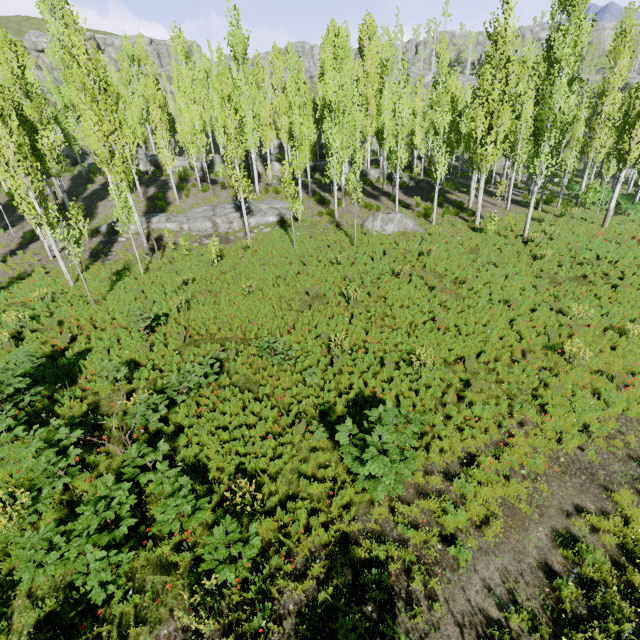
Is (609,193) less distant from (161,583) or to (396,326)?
(396,326)

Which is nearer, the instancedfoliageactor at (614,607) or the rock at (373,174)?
the instancedfoliageactor at (614,607)

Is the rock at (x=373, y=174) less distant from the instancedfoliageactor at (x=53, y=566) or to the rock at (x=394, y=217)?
the instancedfoliageactor at (x=53, y=566)

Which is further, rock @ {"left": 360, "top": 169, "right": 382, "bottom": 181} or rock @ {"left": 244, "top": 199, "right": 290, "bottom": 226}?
rock @ {"left": 360, "top": 169, "right": 382, "bottom": 181}

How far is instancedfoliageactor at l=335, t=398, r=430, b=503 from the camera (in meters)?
5.98

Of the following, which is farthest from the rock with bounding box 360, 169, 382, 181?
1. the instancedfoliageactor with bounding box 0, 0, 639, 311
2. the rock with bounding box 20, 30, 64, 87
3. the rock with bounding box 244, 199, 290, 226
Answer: the rock with bounding box 244, 199, 290, 226

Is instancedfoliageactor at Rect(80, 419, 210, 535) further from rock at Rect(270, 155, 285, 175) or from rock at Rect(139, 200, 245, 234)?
rock at Rect(139, 200, 245, 234)
